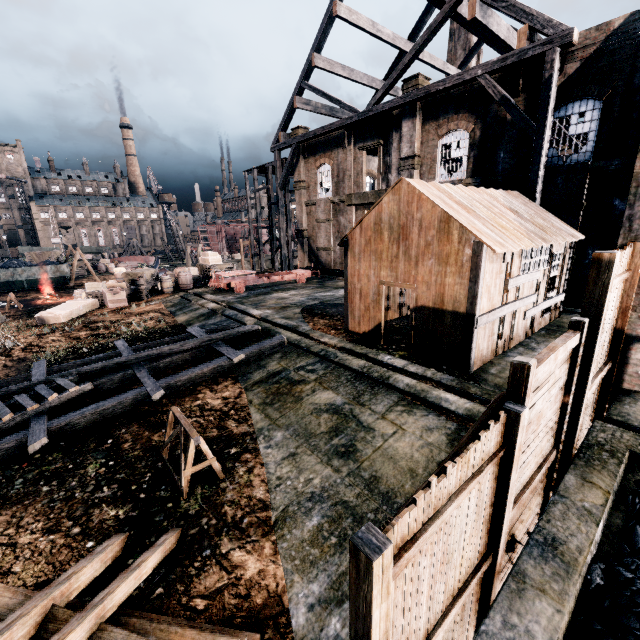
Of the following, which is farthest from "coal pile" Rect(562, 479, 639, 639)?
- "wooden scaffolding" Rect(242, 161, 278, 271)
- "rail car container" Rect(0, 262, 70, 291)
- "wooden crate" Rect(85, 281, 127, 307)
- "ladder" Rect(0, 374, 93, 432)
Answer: "rail car container" Rect(0, 262, 70, 291)

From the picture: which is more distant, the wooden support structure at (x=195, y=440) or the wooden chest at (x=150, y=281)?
the wooden chest at (x=150, y=281)

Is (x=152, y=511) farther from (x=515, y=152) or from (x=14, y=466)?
(x=515, y=152)

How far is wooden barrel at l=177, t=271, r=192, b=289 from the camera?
25.47m

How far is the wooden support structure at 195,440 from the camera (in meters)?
6.43

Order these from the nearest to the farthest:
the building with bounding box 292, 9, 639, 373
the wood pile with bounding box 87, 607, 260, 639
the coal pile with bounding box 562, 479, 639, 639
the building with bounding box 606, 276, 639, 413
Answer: the coal pile with bounding box 562, 479, 639, 639
the wood pile with bounding box 87, 607, 260, 639
the building with bounding box 606, 276, 639, 413
the building with bounding box 292, 9, 639, 373

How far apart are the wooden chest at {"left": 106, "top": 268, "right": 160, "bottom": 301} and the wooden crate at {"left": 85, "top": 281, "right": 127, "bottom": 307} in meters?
0.2

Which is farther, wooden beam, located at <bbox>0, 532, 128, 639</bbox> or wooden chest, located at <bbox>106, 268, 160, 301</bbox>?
wooden chest, located at <bbox>106, 268, 160, 301</bbox>
